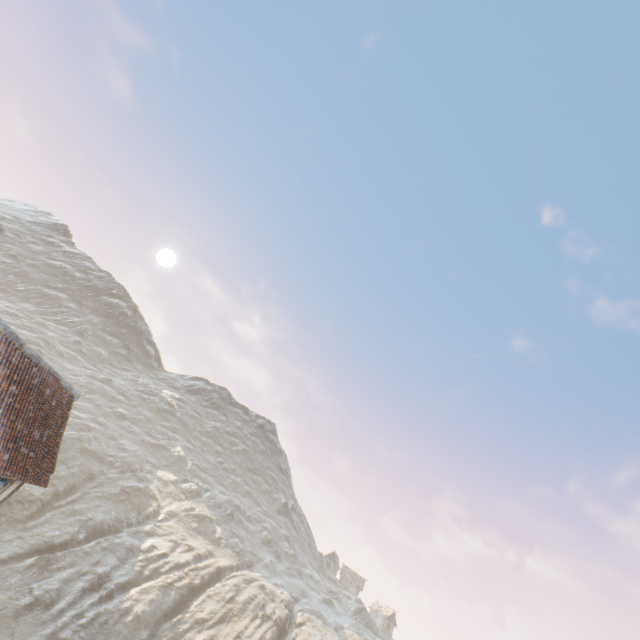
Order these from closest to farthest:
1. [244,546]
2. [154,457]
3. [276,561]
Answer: [244,546] → [276,561] → [154,457]
